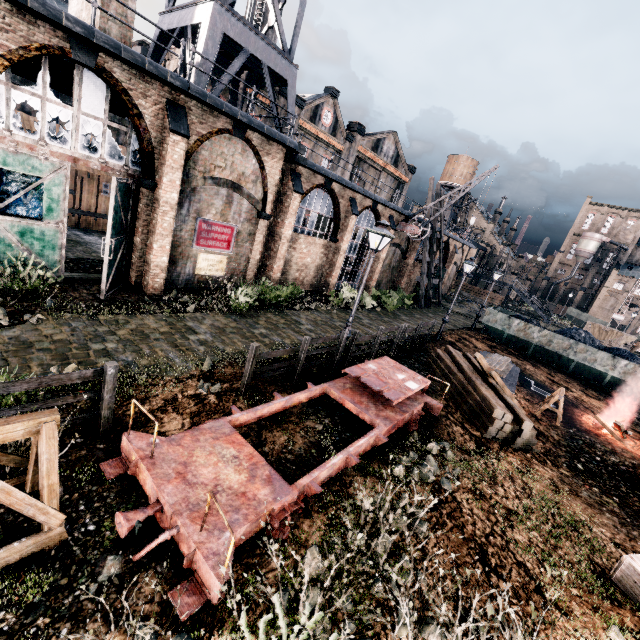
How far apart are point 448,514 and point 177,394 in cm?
700

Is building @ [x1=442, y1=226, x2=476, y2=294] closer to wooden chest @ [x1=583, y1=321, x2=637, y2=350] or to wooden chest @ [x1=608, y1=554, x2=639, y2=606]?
wooden chest @ [x1=583, y1=321, x2=637, y2=350]

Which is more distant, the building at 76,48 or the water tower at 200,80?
the water tower at 200,80

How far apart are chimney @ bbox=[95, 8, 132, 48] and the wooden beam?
25.8 meters

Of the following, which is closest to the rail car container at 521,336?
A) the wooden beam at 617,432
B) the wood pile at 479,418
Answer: the wooden beam at 617,432

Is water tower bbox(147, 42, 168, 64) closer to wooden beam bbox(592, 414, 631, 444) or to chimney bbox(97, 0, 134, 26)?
chimney bbox(97, 0, 134, 26)

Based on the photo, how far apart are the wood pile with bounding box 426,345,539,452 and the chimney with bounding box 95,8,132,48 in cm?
1893

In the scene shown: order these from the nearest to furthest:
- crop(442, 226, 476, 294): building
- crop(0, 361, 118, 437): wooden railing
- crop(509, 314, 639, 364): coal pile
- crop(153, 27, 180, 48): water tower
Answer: crop(0, 361, 118, 437): wooden railing < crop(153, 27, 180, 48): water tower < crop(509, 314, 639, 364): coal pile < crop(442, 226, 476, 294): building
